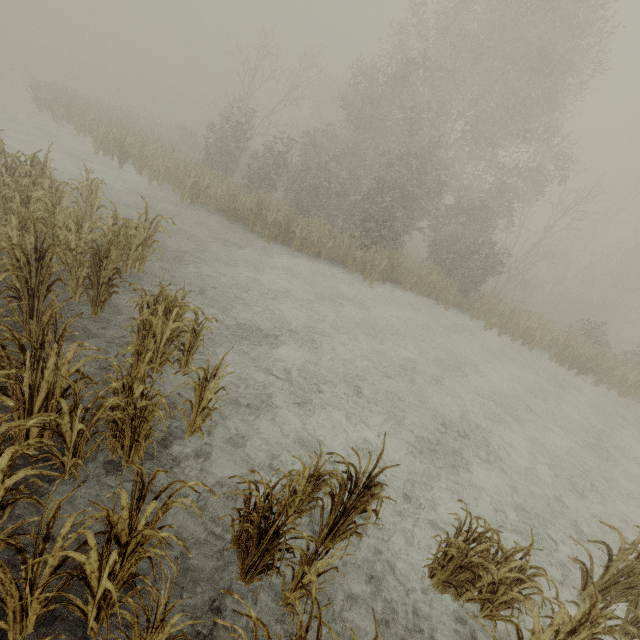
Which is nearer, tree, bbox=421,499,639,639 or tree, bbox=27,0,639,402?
tree, bbox=421,499,639,639

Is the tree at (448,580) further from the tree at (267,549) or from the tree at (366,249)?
the tree at (366,249)

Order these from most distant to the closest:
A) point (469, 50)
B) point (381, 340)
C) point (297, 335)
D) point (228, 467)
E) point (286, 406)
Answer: point (469, 50) → point (381, 340) → point (297, 335) → point (286, 406) → point (228, 467)

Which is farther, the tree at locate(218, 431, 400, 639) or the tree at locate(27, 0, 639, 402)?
the tree at locate(27, 0, 639, 402)

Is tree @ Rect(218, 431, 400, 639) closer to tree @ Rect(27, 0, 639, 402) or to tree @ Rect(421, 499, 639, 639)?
tree @ Rect(421, 499, 639, 639)

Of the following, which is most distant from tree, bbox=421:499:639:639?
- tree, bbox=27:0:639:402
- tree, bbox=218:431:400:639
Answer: tree, bbox=27:0:639:402

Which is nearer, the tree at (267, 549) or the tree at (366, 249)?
the tree at (267, 549)
